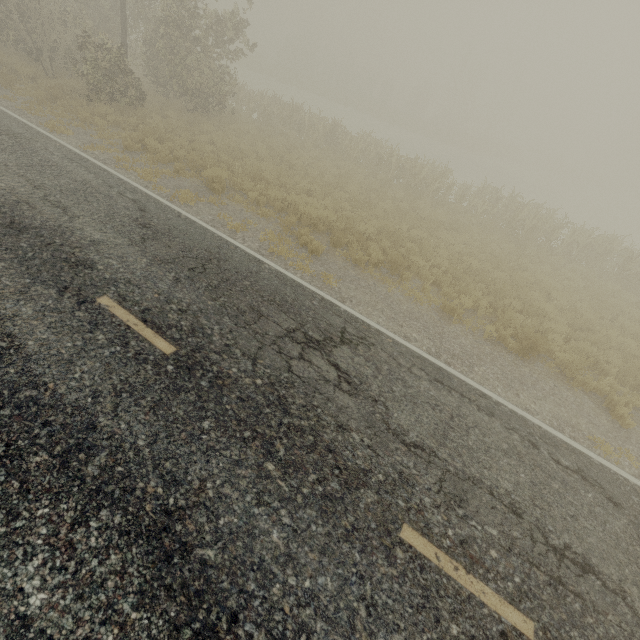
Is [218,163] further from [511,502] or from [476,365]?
[511,502]
